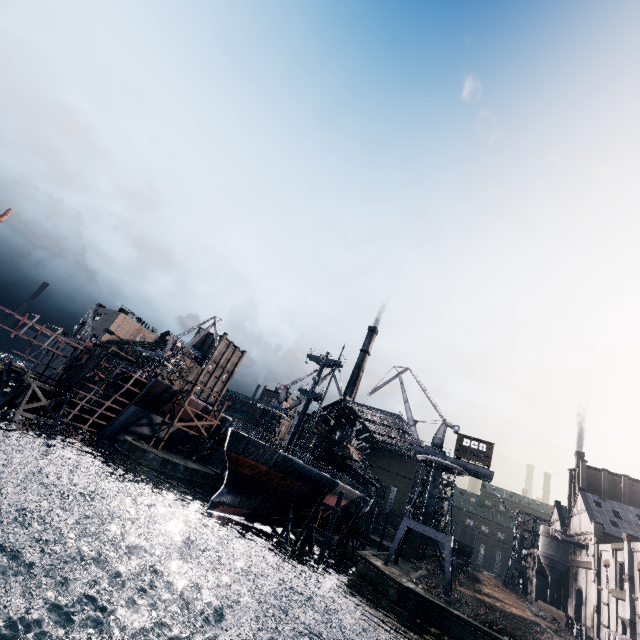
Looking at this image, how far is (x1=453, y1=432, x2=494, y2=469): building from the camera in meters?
42.8

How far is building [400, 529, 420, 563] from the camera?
56.75m

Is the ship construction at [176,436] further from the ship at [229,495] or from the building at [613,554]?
the building at [613,554]

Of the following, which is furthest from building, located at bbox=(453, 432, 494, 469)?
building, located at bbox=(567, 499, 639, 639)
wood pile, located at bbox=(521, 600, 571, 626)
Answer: building, located at bbox=(567, 499, 639, 639)

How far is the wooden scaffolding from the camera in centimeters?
3619cm

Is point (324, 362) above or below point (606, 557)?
above

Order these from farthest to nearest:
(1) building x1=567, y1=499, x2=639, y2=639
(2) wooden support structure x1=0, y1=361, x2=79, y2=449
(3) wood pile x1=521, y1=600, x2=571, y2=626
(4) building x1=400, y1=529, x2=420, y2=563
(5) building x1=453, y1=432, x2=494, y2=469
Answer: (4) building x1=400, y1=529, x2=420, y2=563, (3) wood pile x1=521, y1=600, x2=571, y2=626, (5) building x1=453, y1=432, x2=494, y2=469, (1) building x1=567, y1=499, x2=639, y2=639, (2) wooden support structure x1=0, y1=361, x2=79, y2=449

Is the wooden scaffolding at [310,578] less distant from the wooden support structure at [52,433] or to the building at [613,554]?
the wooden support structure at [52,433]
